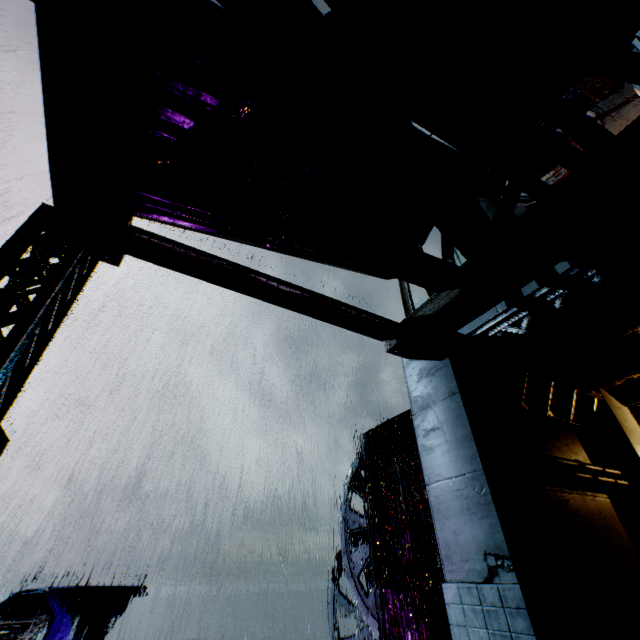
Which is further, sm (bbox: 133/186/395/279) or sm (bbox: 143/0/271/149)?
sm (bbox: 133/186/395/279)

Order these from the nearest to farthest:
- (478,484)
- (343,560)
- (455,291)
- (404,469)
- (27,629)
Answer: (478,484)
(455,291)
(27,629)
(404,469)
(343,560)

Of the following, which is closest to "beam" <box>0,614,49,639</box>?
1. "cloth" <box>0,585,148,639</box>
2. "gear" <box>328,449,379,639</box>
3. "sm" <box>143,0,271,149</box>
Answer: "cloth" <box>0,585,148,639</box>

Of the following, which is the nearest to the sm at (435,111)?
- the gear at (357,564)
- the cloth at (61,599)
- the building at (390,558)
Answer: the building at (390,558)

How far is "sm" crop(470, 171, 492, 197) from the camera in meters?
6.7 m

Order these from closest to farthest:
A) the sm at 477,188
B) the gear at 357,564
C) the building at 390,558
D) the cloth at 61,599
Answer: the building at 390,558
the sm at 477,188
the cloth at 61,599
the gear at 357,564

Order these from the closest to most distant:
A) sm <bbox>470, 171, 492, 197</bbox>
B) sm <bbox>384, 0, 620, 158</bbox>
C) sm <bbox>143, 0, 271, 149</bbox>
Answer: sm <bbox>143, 0, 271, 149</bbox>
sm <bbox>384, 0, 620, 158</bbox>
sm <bbox>470, 171, 492, 197</bbox>

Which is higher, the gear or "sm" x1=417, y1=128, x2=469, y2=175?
"sm" x1=417, y1=128, x2=469, y2=175
